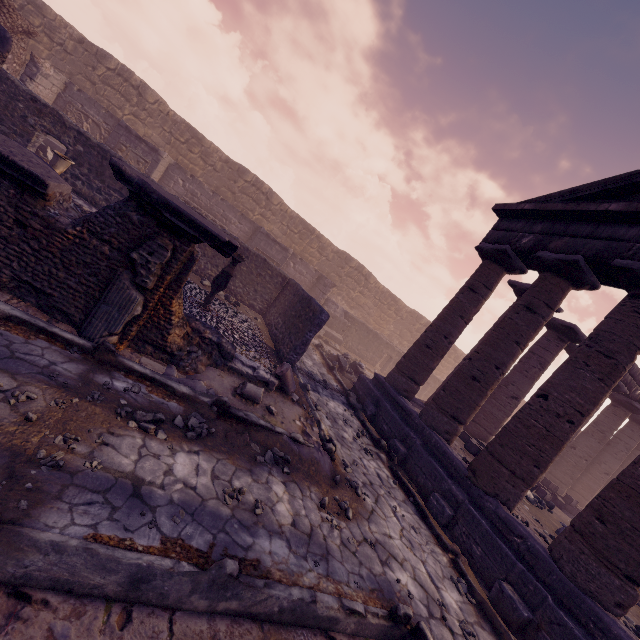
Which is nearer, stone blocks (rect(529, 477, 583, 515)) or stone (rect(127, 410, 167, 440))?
stone (rect(127, 410, 167, 440))

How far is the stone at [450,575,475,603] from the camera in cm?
496

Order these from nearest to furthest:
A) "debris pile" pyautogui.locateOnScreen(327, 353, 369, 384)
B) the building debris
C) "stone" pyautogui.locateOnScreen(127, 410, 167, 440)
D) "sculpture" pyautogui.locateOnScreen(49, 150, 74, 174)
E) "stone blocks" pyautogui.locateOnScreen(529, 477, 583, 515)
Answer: "stone" pyautogui.locateOnScreen(127, 410, 167, 440) → "sculpture" pyautogui.locateOnScreen(49, 150, 74, 174) → "stone blocks" pyautogui.locateOnScreen(529, 477, 583, 515) → "debris pile" pyautogui.locateOnScreen(327, 353, 369, 384) → the building debris

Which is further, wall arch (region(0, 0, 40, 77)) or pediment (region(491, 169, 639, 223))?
wall arch (region(0, 0, 40, 77))

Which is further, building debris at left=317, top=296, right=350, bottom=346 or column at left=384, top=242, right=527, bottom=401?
building debris at left=317, top=296, right=350, bottom=346

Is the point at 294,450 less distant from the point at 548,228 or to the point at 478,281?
the point at 478,281

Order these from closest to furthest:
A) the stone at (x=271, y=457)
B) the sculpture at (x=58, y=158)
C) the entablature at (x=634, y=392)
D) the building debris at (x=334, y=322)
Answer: the stone at (x=271, y=457) < the sculpture at (x=58, y=158) < the entablature at (x=634, y=392) < the building debris at (x=334, y=322)

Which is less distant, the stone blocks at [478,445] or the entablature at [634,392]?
the stone blocks at [478,445]
